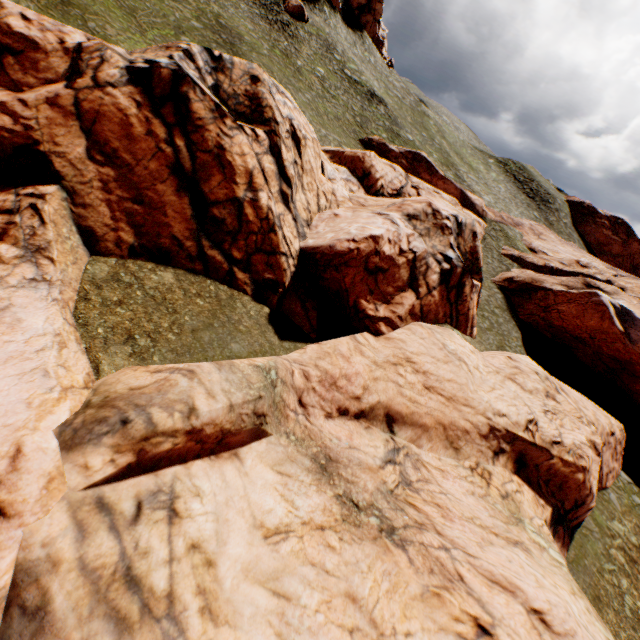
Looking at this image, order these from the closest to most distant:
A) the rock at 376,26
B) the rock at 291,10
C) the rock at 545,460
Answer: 1. the rock at 545,460
2. the rock at 291,10
3. the rock at 376,26

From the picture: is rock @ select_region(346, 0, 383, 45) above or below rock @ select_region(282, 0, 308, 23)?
above

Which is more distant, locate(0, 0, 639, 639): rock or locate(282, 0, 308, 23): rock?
locate(282, 0, 308, 23): rock

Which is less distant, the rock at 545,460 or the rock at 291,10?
the rock at 545,460

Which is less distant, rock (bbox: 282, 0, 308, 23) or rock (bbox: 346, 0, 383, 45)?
rock (bbox: 282, 0, 308, 23)

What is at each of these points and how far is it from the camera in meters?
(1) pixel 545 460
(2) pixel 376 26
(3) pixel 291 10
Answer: (1) rock, 14.9 m
(2) rock, 58.0 m
(3) rock, 43.5 m

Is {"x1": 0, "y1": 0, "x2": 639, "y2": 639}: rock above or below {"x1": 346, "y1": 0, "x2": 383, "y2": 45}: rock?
below

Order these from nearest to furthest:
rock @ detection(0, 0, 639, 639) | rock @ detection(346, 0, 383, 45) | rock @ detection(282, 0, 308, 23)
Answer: rock @ detection(0, 0, 639, 639) → rock @ detection(282, 0, 308, 23) → rock @ detection(346, 0, 383, 45)
